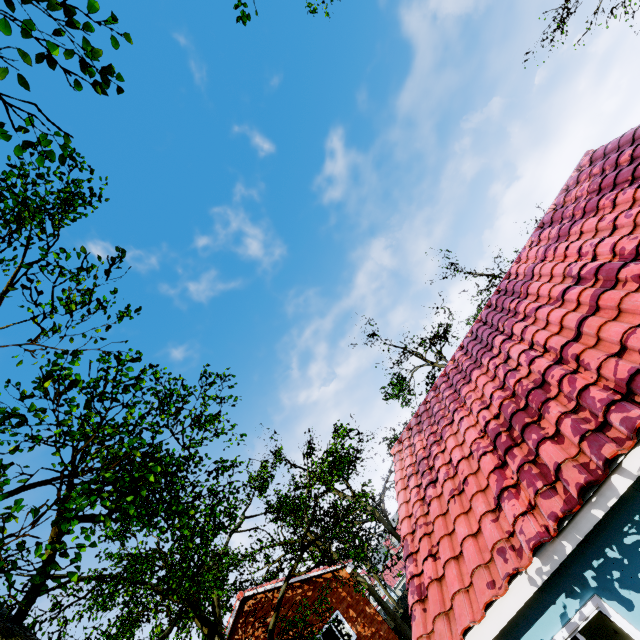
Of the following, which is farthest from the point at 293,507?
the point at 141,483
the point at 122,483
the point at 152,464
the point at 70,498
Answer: the point at 152,464

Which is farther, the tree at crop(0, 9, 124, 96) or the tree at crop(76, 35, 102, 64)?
the tree at crop(76, 35, 102, 64)

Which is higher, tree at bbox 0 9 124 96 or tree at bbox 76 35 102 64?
tree at bbox 76 35 102 64

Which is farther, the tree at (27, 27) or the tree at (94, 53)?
the tree at (94, 53)

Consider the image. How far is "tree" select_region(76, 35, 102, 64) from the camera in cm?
472

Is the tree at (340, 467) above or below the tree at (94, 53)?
below
